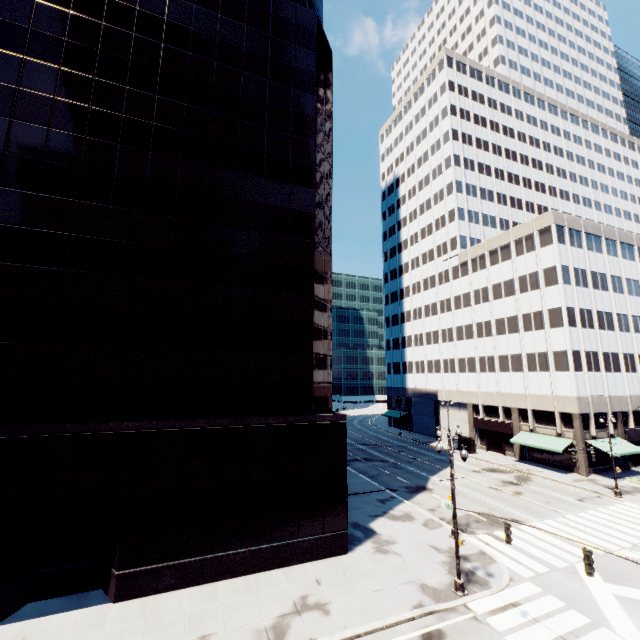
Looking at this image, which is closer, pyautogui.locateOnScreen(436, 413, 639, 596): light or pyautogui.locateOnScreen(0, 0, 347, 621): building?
pyautogui.locateOnScreen(436, 413, 639, 596): light

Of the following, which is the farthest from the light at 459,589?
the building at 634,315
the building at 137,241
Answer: the building at 634,315

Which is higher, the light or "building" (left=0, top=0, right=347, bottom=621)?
"building" (left=0, top=0, right=347, bottom=621)

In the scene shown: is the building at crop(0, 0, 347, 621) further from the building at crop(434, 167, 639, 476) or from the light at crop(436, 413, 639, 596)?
the building at crop(434, 167, 639, 476)

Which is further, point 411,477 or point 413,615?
point 411,477

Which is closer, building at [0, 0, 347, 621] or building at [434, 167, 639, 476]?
building at [0, 0, 347, 621]

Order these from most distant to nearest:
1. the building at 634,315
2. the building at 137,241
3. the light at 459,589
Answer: the building at 634,315, the building at 137,241, the light at 459,589

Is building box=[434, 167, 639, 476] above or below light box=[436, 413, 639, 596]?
above
